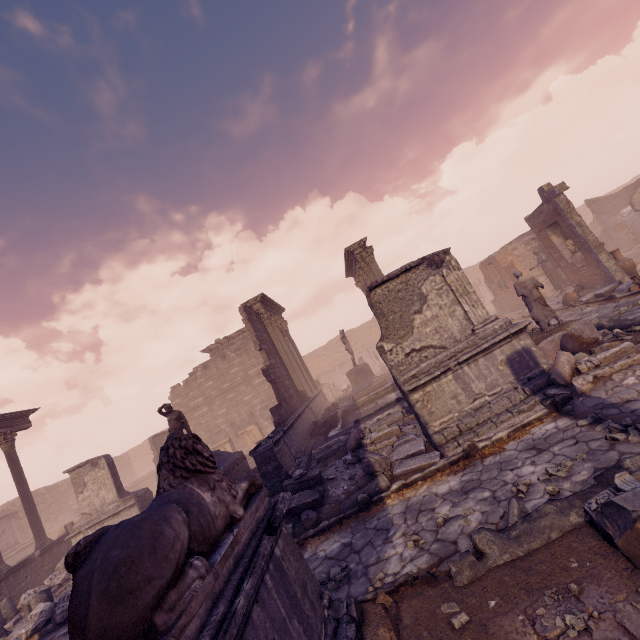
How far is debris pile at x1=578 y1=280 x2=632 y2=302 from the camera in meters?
11.5

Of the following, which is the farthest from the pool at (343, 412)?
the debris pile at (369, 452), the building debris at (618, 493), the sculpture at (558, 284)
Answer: the sculpture at (558, 284)

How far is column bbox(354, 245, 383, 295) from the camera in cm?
1602

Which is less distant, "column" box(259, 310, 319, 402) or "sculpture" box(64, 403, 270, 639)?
"sculpture" box(64, 403, 270, 639)

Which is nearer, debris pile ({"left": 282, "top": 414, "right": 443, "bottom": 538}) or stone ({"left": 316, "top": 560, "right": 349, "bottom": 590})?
stone ({"left": 316, "top": 560, "right": 349, "bottom": 590})

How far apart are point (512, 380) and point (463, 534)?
3.63m

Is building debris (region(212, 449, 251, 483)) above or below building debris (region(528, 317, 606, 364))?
above

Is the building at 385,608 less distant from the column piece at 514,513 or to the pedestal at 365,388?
the column piece at 514,513
